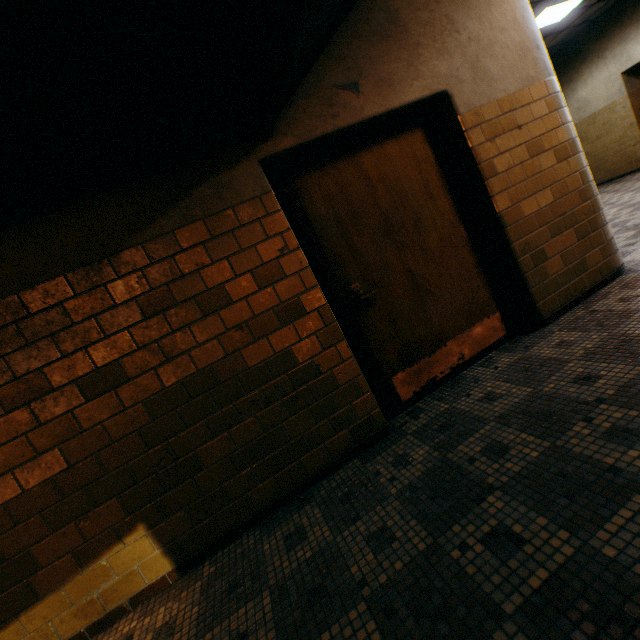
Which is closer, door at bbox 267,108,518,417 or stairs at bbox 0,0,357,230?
stairs at bbox 0,0,357,230

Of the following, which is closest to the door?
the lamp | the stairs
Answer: the stairs

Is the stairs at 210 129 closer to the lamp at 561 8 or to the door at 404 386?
the door at 404 386

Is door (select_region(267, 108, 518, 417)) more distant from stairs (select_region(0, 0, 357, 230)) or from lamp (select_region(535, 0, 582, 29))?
lamp (select_region(535, 0, 582, 29))

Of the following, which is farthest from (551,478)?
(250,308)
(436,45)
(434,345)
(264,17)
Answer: (436,45)

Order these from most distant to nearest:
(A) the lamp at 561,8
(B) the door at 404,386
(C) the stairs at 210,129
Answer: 1. (A) the lamp at 561,8
2. (B) the door at 404,386
3. (C) the stairs at 210,129
